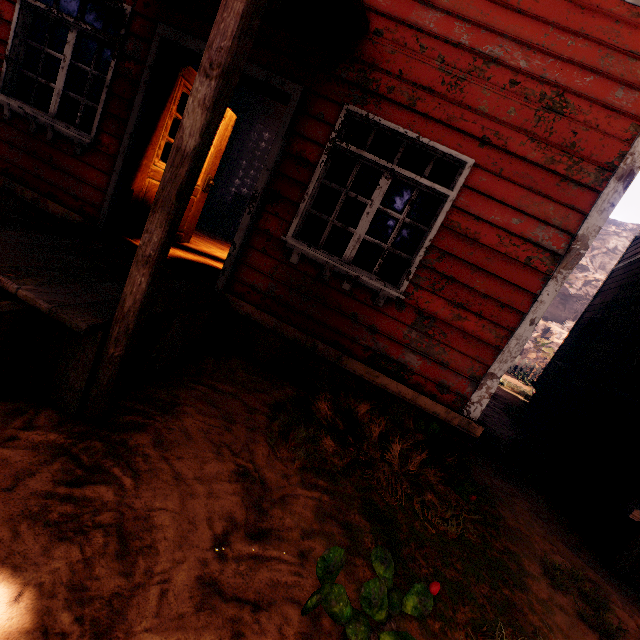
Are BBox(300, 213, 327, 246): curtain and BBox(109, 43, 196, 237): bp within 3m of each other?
yes

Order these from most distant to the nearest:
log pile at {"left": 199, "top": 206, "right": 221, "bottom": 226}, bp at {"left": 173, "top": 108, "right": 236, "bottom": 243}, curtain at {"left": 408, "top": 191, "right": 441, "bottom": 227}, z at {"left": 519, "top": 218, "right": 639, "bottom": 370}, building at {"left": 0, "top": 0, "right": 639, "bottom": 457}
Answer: z at {"left": 519, "top": 218, "right": 639, "bottom": 370}
log pile at {"left": 199, "top": 206, "right": 221, "bottom": 226}
bp at {"left": 173, "top": 108, "right": 236, "bottom": 243}
curtain at {"left": 408, "top": 191, "right": 441, "bottom": 227}
building at {"left": 0, "top": 0, "right": 639, "bottom": 457}

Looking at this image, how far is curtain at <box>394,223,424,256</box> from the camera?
3.5 meters

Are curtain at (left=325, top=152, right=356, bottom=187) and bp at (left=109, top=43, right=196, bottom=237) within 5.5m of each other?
yes

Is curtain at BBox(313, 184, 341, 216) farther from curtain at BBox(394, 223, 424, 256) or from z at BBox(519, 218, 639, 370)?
z at BBox(519, 218, 639, 370)

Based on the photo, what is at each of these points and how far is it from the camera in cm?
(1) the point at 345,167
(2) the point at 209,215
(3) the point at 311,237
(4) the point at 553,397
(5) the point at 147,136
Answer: (1) curtain, 352
(2) log pile, 1049
(3) curtain, 371
(4) building, 772
(5) bp, 371

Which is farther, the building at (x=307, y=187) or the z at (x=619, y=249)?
the z at (x=619, y=249)

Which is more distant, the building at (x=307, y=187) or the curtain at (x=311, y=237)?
the curtain at (x=311, y=237)
